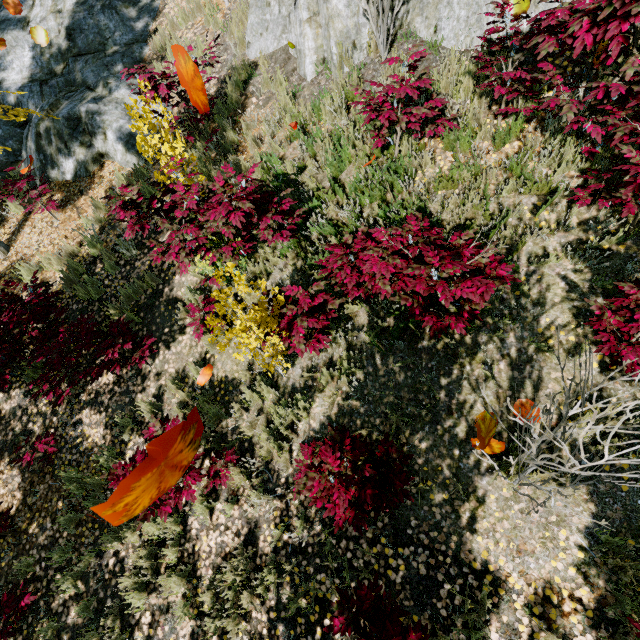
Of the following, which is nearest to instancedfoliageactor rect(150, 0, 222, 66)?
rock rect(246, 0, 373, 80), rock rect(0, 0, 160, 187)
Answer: rock rect(0, 0, 160, 187)

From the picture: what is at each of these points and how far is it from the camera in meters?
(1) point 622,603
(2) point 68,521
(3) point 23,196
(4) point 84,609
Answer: (1) instancedfoliageactor, 2.7 m
(2) instancedfoliageactor, 4.5 m
(3) instancedfoliageactor, 6.2 m
(4) instancedfoliageactor, 4.1 m

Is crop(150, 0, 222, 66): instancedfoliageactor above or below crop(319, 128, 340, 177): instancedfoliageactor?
above

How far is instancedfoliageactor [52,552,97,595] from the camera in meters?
4.1 m

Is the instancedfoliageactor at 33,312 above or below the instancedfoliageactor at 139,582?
above

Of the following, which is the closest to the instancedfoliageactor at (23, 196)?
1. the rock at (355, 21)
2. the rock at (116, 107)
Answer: the rock at (116, 107)
